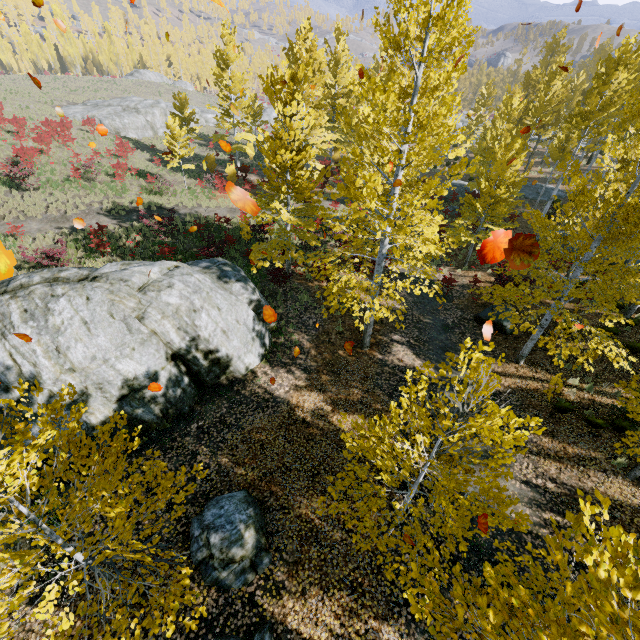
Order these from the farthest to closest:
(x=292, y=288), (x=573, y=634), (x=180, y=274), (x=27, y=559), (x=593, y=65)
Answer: (x=593, y=65), (x=292, y=288), (x=180, y=274), (x=27, y=559), (x=573, y=634)

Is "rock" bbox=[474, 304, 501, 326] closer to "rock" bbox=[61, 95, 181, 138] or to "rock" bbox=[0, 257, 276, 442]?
"rock" bbox=[0, 257, 276, 442]

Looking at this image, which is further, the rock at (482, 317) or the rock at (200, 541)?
the rock at (482, 317)

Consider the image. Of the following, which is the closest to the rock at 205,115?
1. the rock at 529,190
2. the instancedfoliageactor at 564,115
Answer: the instancedfoliageactor at 564,115

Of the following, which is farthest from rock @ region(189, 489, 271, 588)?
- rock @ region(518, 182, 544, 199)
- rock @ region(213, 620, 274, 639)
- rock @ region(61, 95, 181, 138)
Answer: rock @ region(61, 95, 181, 138)

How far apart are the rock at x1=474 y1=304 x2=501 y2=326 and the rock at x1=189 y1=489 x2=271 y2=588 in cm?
1209

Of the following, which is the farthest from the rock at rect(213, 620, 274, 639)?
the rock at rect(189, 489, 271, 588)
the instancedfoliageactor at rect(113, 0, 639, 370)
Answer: the instancedfoliageactor at rect(113, 0, 639, 370)

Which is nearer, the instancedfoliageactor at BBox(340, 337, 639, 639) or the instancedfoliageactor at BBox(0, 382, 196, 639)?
the instancedfoliageactor at BBox(340, 337, 639, 639)
